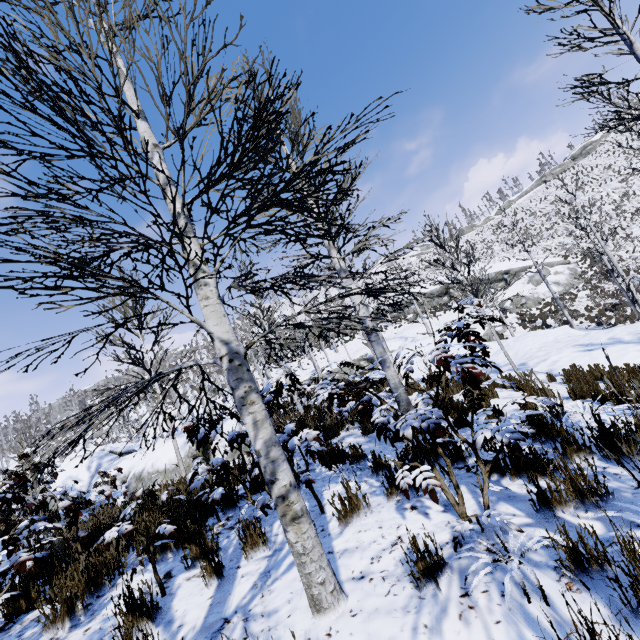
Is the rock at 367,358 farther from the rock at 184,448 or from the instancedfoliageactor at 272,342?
the rock at 184,448

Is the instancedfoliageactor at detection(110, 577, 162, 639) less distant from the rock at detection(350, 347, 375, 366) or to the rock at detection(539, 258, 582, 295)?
the rock at detection(539, 258, 582, 295)

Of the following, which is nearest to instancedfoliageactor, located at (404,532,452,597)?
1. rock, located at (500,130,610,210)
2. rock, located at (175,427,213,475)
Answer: rock, located at (175,427,213,475)

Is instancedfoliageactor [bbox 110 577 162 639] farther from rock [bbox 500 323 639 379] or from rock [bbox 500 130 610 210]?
rock [bbox 500 130 610 210]

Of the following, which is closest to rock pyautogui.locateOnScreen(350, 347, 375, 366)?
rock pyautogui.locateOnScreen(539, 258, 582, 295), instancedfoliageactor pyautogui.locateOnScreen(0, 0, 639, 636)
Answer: rock pyautogui.locateOnScreen(539, 258, 582, 295)

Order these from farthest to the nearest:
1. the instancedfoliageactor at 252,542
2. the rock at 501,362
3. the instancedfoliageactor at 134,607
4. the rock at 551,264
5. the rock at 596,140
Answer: the rock at 596,140
the rock at 551,264
the rock at 501,362
the instancedfoliageactor at 252,542
the instancedfoliageactor at 134,607

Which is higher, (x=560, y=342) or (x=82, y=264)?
(x=82, y=264)

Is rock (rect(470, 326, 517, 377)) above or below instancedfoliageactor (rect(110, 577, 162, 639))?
below
